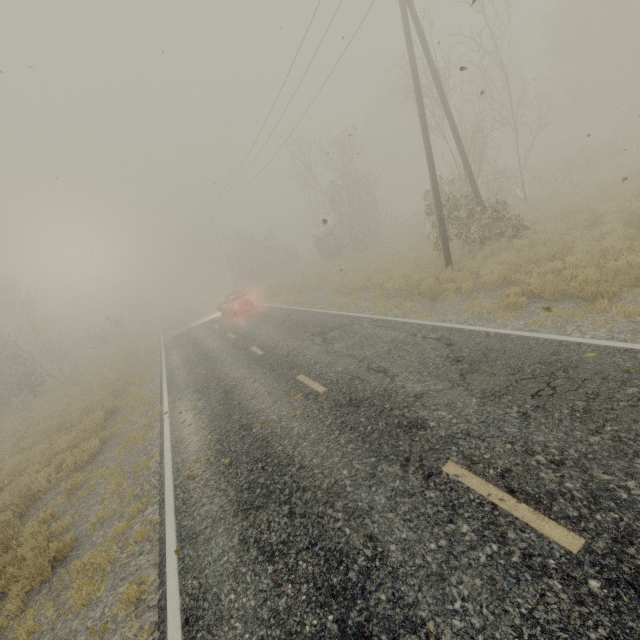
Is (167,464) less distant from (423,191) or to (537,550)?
(537,550)

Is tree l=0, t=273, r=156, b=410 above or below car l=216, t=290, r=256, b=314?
above

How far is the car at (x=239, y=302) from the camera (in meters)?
21.88

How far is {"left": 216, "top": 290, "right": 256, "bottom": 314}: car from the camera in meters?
21.9

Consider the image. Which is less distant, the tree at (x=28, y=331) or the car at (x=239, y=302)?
the car at (x=239, y=302)

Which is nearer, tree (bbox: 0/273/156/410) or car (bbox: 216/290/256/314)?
car (bbox: 216/290/256/314)
